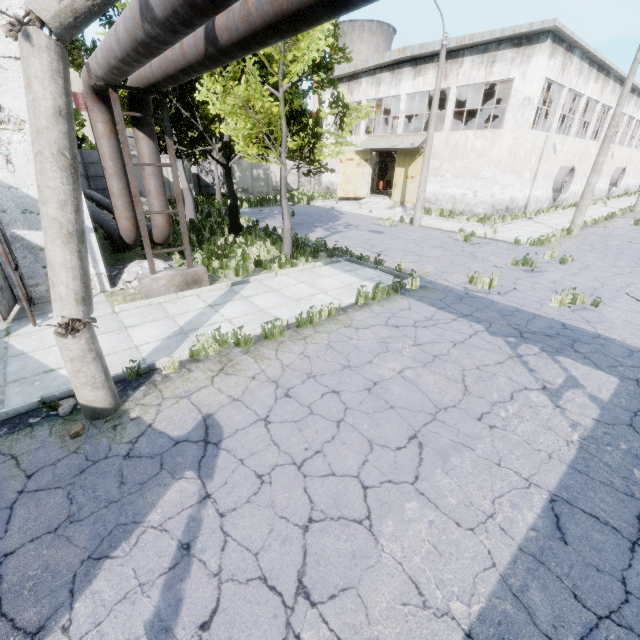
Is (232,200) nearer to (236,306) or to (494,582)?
(236,306)

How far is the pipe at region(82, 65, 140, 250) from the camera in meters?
7.9 m

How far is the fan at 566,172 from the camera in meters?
24.5

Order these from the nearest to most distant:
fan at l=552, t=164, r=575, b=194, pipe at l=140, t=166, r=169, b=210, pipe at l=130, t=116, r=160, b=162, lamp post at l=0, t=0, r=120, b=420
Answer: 1. lamp post at l=0, t=0, r=120, b=420
2. pipe at l=130, t=116, r=160, b=162
3. pipe at l=140, t=166, r=169, b=210
4. fan at l=552, t=164, r=575, b=194

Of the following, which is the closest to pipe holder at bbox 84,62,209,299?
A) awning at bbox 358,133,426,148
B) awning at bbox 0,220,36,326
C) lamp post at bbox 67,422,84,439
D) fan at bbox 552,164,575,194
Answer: awning at bbox 0,220,36,326

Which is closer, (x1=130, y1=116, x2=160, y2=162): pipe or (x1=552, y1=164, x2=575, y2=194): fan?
(x1=130, y1=116, x2=160, y2=162): pipe

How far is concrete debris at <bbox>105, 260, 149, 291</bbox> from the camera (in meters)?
9.27

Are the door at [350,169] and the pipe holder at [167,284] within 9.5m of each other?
no
